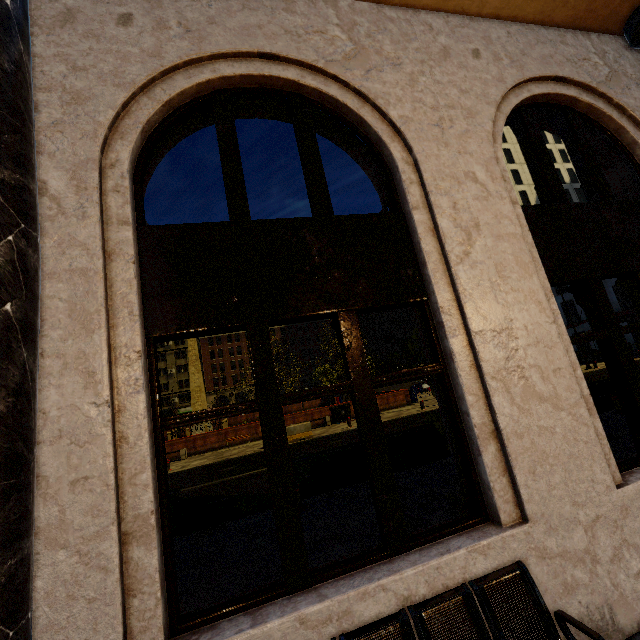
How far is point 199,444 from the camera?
20.9 meters

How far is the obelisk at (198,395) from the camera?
34.0 meters

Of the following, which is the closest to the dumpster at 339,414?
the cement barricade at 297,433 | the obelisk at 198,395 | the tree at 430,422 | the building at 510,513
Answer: the tree at 430,422

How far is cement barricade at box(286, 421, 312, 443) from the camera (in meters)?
17.50

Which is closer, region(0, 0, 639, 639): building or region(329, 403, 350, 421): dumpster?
region(0, 0, 639, 639): building

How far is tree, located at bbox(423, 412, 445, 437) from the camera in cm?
606

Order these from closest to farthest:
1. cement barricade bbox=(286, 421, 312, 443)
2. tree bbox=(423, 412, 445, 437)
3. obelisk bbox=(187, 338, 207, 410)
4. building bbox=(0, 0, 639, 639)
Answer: building bbox=(0, 0, 639, 639)
tree bbox=(423, 412, 445, 437)
cement barricade bbox=(286, 421, 312, 443)
obelisk bbox=(187, 338, 207, 410)

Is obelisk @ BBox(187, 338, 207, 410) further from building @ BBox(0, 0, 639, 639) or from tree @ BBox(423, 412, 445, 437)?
building @ BBox(0, 0, 639, 639)
